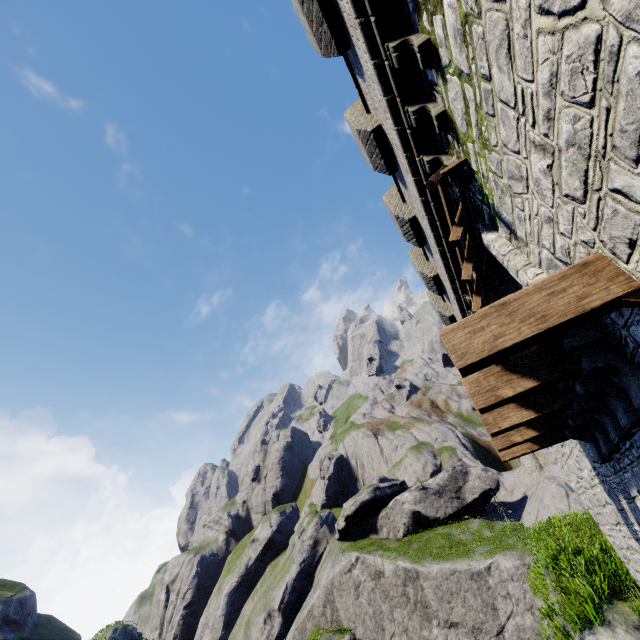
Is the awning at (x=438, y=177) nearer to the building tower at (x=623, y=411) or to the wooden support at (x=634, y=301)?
the building tower at (x=623, y=411)

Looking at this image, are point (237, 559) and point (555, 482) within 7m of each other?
no

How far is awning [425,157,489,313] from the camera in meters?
5.3 m

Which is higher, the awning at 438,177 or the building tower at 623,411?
the awning at 438,177

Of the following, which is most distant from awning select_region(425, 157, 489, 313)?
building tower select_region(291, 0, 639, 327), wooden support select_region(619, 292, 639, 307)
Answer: wooden support select_region(619, 292, 639, 307)

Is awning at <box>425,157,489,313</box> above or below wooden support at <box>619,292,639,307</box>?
above

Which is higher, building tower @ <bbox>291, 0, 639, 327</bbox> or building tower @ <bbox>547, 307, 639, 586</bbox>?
building tower @ <bbox>291, 0, 639, 327</bbox>

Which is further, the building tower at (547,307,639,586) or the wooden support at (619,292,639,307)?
the building tower at (547,307,639,586)
